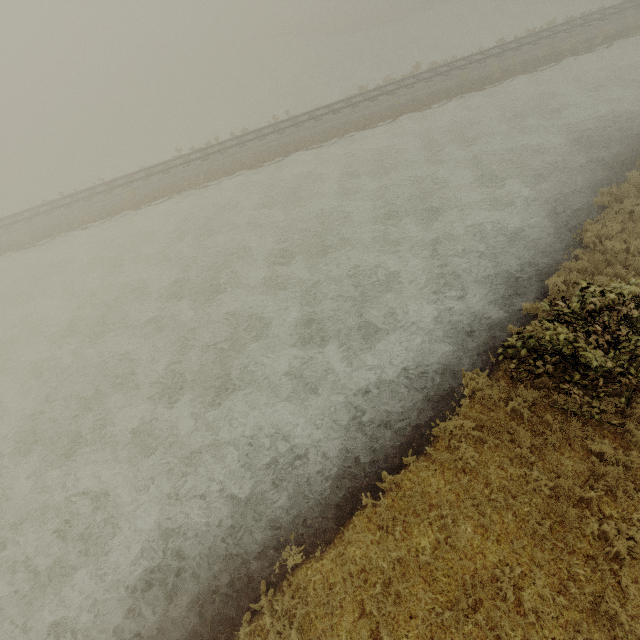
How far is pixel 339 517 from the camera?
7.2 meters
